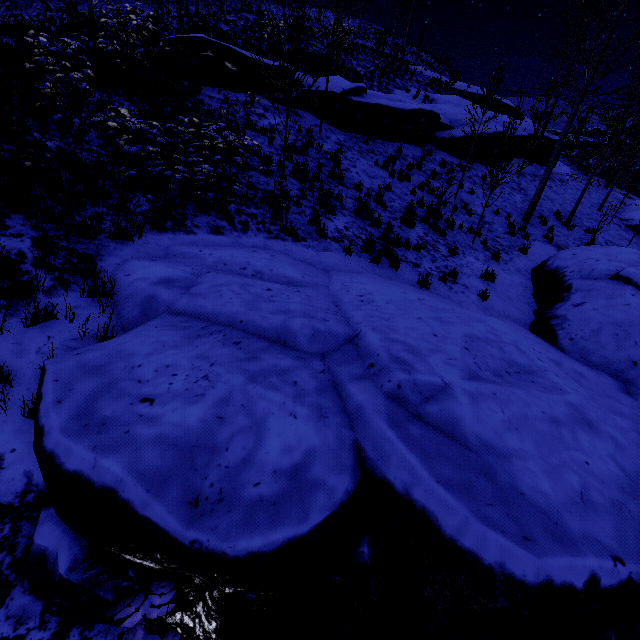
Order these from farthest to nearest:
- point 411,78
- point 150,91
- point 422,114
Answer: point 411,78, point 422,114, point 150,91

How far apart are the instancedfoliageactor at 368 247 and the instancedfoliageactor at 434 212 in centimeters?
228cm

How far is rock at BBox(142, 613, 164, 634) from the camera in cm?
212

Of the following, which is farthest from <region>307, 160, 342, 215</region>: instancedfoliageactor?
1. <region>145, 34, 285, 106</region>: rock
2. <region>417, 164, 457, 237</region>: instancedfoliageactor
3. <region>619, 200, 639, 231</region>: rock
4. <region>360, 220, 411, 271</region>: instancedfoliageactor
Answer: <region>360, 220, 411, 271</region>: instancedfoliageactor

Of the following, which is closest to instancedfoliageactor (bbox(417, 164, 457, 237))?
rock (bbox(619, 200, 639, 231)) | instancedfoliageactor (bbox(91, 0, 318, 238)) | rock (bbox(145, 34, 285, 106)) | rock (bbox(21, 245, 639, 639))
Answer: rock (bbox(21, 245, 639, 639))

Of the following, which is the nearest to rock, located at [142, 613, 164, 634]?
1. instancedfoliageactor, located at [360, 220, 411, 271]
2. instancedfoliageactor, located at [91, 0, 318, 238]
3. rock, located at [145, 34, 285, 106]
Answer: instancedfoliageactor, located at [360, 220, 411, 271]

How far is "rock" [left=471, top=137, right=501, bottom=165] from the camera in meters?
16.9 m

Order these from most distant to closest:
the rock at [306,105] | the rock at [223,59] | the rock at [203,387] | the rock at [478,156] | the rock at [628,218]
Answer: the rock at [628,218]
the rock at [478,156]
the rock at [306,105]
the rock at [223,59]
the rock at [203,387]
